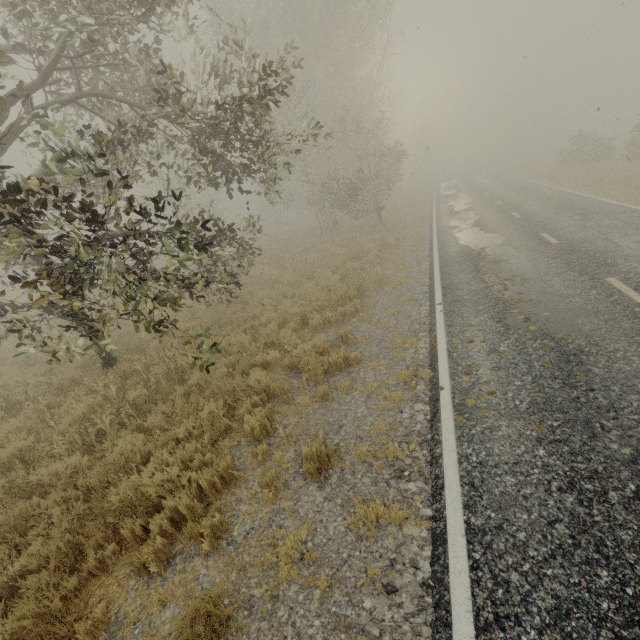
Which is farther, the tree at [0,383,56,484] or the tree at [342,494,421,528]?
the tree at [0,383,56,484]

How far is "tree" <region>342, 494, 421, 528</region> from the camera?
3.6 meters

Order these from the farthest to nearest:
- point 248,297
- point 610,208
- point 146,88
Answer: point 248,297 → point 610,208 → point 146,88

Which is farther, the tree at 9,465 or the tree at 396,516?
the tree at 9,465

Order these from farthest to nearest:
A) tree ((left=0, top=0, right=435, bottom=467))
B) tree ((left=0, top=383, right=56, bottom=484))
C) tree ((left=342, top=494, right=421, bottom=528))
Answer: tree ((left=0, top=383, right=56, bottom=484))
tree ((left=0, top=0, right=435, bottom=467))
tree ((left=342, top=494, right=421, bottom=528))
